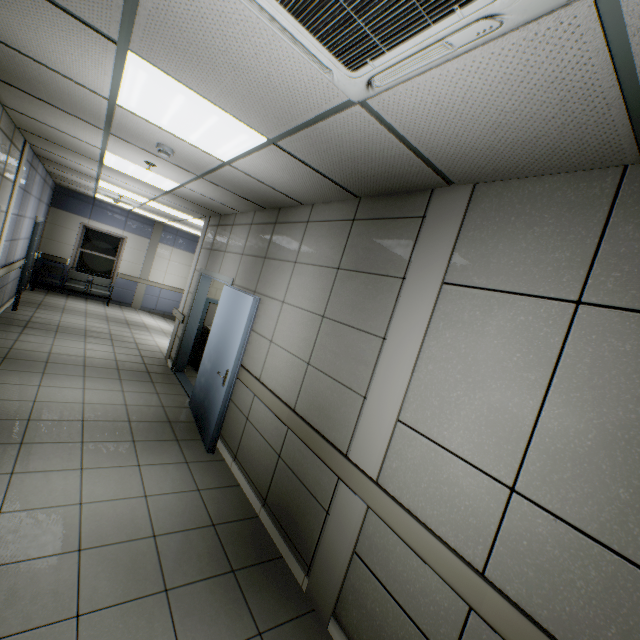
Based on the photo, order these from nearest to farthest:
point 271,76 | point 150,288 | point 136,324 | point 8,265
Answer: point 271,76, point 8,265, point 136,324, point 150,288

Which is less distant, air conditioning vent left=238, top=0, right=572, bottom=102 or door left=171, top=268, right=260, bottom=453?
air conditioning vent left=238, top=0, right=572, bottom=102

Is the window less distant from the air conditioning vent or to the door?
the door

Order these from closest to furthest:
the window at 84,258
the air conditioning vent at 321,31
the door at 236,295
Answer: the air conditioning vent at 321,31
the door at 236,295
the window at 84,258

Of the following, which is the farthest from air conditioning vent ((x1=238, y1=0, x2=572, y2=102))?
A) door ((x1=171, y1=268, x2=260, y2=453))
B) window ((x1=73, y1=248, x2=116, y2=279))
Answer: window ((x1=73, y1=248, x2=116, y2=279))

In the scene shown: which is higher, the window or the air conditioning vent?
the air conditioning vent

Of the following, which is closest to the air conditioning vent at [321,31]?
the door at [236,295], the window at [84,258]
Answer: the door at [236,295]

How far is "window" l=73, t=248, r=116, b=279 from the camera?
10.77m
